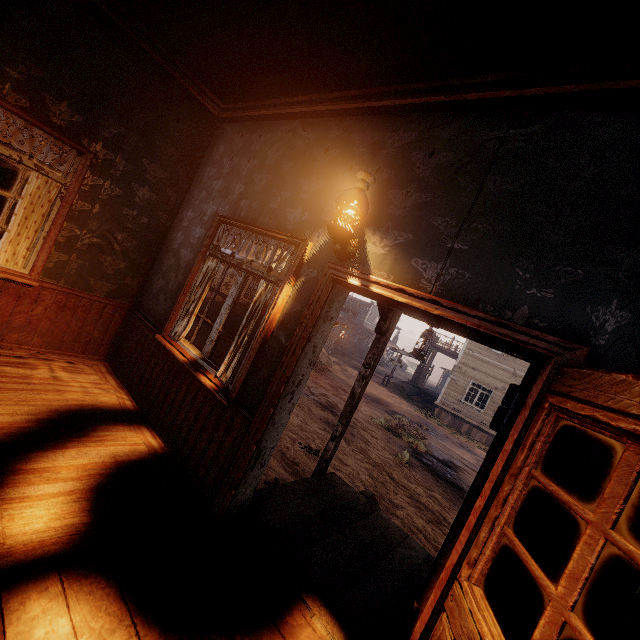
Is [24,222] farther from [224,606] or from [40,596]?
[224,606]

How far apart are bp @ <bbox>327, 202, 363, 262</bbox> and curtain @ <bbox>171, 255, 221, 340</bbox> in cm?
155

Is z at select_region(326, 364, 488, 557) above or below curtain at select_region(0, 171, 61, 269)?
below

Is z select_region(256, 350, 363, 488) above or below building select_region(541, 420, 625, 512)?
below

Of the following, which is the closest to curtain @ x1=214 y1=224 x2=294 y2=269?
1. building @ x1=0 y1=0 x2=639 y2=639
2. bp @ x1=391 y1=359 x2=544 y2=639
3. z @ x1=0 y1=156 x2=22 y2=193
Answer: building @ x1=0 y1=0 x2=639 y2=639

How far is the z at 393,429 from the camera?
6.6 meters

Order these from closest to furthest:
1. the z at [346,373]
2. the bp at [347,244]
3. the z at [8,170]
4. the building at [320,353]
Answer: the building at [320,353]
the bp at [347,244]
the z at [346,373]
the z at [8,170]

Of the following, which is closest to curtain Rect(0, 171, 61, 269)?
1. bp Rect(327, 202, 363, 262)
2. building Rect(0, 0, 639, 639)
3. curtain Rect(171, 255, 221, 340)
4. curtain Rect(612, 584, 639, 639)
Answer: building Rect(0, 0, 639, 639)
